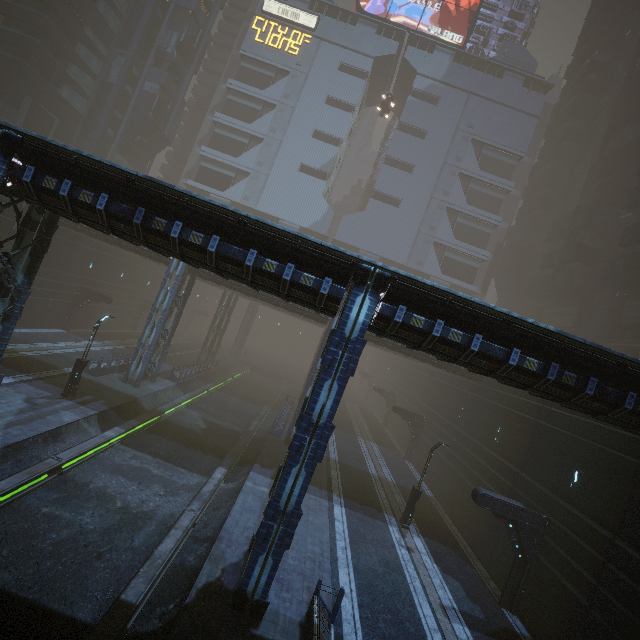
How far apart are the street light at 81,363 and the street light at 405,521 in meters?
21.9

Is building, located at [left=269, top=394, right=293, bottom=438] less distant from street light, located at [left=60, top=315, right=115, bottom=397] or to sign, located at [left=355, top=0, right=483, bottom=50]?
sign, located at [left=355, top=0, right=483, bottom=50]

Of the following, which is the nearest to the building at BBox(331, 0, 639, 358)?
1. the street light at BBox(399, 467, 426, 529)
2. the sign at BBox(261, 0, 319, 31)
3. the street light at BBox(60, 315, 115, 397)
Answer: the sign at BBox(261, 0, 319, 31)

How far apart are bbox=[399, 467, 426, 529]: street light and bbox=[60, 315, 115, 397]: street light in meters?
21.9 m

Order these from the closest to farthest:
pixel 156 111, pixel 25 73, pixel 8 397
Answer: pixel 8 397 → pixel 25 73 → pixel 156 111

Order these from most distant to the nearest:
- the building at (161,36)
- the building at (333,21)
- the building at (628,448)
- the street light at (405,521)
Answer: the building at (333,21) < the building at (161,36) < the street light at (405,521) < the building at (628,448)

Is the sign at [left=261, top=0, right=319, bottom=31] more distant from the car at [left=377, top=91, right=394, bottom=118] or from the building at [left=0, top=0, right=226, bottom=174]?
the car at [left=377, top=91, right=394, bottom=118]

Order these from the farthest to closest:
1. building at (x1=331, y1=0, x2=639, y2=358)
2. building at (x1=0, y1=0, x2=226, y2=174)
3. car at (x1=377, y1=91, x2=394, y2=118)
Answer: car at (x1=377, y1=91, x2=394, y2=118) → building at (x1=331, y1=0, x2=639, y2=358) → building at (x1=0, y1=0, x2=226, y2=174)
